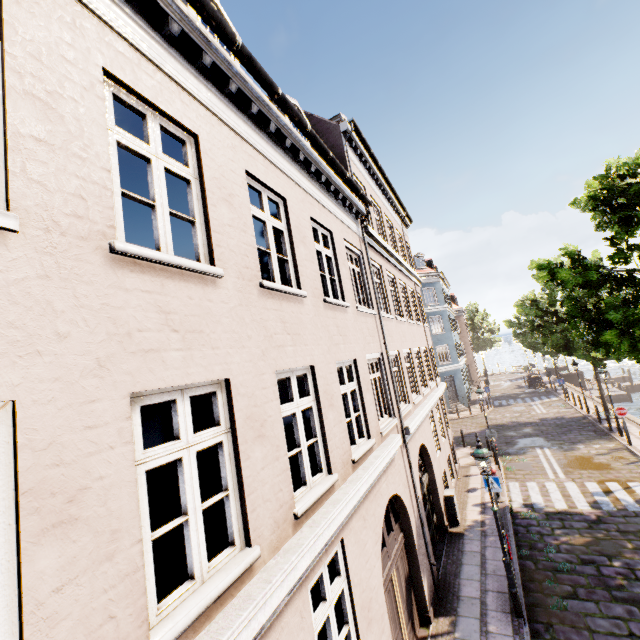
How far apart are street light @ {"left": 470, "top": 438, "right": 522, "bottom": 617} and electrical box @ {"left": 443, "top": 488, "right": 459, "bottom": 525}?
4.0 meters

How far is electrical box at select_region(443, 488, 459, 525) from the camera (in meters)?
11.63

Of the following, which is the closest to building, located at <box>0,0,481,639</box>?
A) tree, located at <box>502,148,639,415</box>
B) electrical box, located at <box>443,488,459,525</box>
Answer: tree, located at <box>502,148,639,415</box>

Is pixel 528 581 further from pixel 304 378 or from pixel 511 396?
pixel 511 396

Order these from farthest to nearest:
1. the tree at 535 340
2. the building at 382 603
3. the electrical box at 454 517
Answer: the electrical box at 454 517, the tree at 535 340, the building at 382 603

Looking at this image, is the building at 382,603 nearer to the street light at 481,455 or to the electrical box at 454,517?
the street light at 481,455

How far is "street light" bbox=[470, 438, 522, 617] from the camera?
7.48m

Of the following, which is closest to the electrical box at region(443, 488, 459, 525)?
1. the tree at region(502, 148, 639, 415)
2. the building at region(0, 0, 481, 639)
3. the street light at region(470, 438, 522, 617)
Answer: the street light at region(470, 438, 522, 617)
